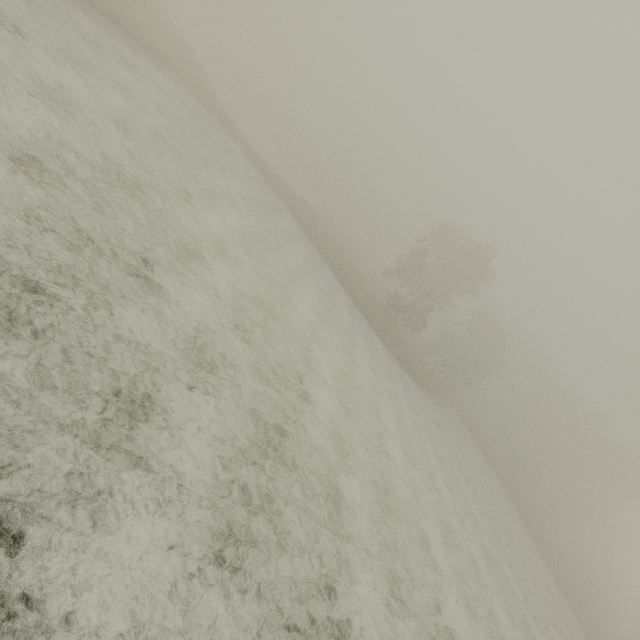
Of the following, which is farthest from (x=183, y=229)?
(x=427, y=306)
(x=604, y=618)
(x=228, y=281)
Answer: (x=604, y=618)
